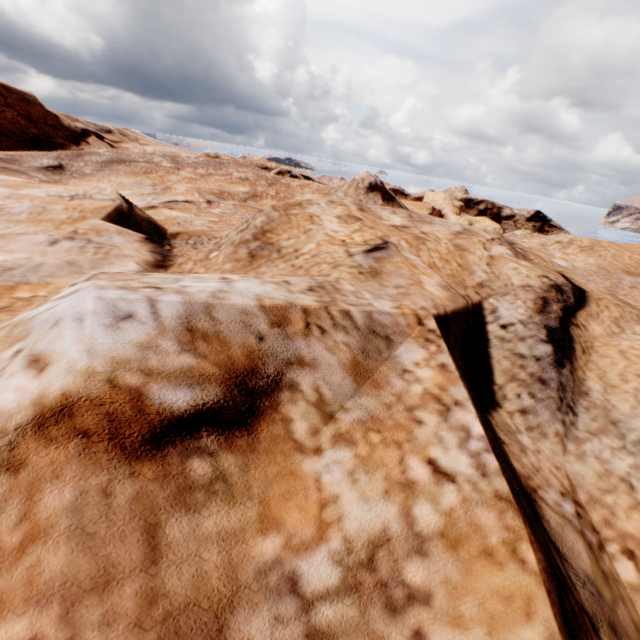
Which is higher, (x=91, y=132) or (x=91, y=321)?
(x=91, y=321)
